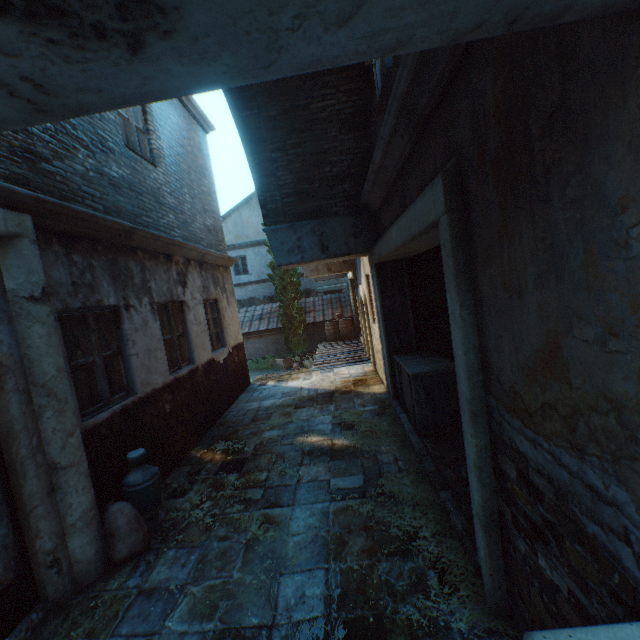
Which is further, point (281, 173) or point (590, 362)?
point (281, 173)

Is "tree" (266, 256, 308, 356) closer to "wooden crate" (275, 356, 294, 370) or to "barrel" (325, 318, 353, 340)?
"wooden crate" (275, 356, 294, 370)

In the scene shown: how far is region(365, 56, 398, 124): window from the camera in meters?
3.0

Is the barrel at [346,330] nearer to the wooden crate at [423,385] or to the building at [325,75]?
the building at [325,75]

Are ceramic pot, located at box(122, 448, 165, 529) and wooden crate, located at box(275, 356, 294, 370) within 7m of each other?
no

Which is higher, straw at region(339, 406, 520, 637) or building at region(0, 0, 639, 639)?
building at region(0, 0, 639, 639)

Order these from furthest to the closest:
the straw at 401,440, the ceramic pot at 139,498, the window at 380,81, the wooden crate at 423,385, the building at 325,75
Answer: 1. the wooden crate at 423,385
2. the ceramic pot at 139,498
3. the window at 380,81
4. the straw at 401,440
5. the building at 325,75

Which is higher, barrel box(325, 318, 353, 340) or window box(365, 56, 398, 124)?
window box(365, 56, 398, 124)
